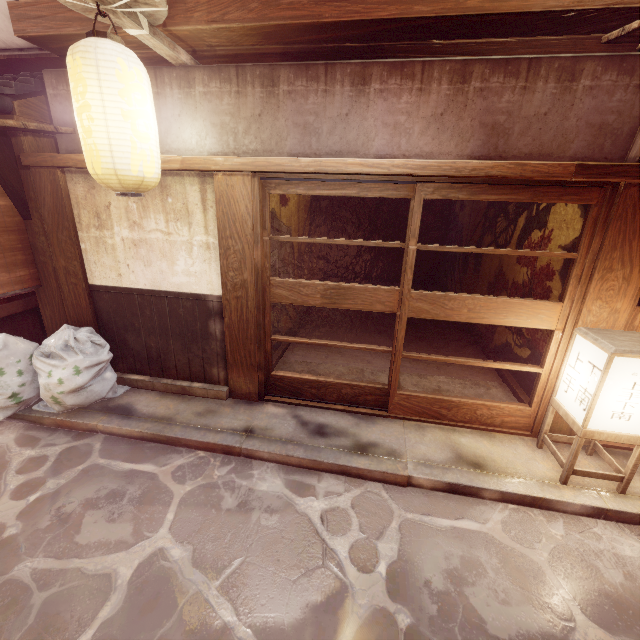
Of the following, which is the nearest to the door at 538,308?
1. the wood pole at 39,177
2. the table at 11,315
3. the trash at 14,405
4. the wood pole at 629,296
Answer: the wood pole at 629,296

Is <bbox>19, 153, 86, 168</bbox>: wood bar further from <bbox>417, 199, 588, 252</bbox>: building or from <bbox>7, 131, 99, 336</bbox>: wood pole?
<bbox>417, 199, 588, 252</bbox>: building

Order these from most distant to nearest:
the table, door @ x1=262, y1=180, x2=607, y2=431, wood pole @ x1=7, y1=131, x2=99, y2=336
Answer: the table
wood pole @ x1=7, y1=131, x2=99, y2=336
door @ x1=262, y1=180, x2=607, y2=431

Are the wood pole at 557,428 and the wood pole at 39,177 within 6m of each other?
no

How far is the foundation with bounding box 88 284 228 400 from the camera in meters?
7.5 m

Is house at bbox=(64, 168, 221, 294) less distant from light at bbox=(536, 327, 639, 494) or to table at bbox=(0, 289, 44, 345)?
table at bbox=(0, 289, 44, 345)

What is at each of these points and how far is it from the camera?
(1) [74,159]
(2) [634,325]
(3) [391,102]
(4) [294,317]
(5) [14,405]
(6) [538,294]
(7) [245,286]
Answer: (1) wood bar, 6.5 meters
(2) door, 6.2 meters
(3) house, 5.8 meters
(4) building, 12.2 meters
(5) trash, 7.0 meters
(6) building, 8.1 meters
(7) wood pole, 7.0 meters

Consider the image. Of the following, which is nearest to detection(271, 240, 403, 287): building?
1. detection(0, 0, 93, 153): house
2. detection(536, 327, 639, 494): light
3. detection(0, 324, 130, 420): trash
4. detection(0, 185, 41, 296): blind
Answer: detection(536, 327, 639, 494): light
